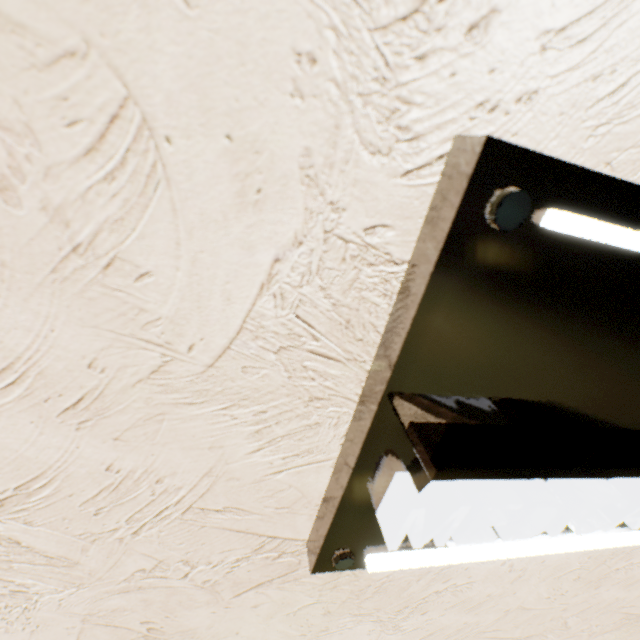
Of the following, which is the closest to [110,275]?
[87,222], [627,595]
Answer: [87,222]
